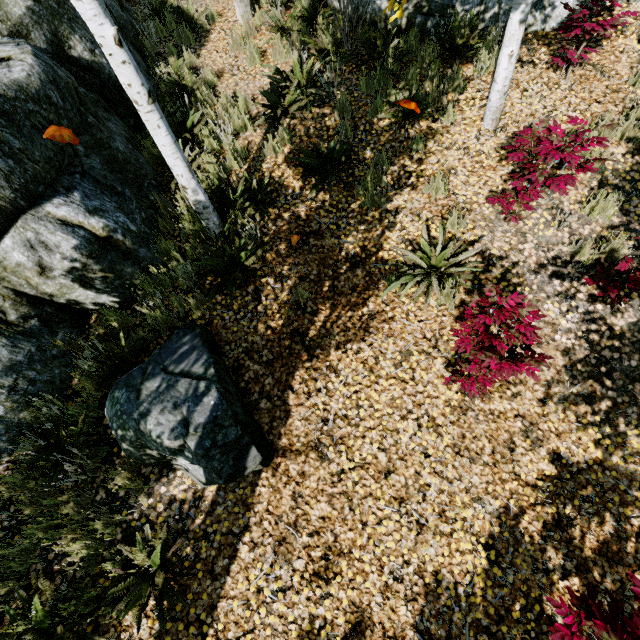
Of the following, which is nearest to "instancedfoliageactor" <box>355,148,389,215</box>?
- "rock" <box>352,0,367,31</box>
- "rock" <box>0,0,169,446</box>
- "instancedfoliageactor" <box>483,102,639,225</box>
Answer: "rock" <box>0,0,169,446</box>

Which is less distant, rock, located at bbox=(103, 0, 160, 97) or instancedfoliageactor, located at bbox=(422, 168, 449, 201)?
instancedfoliageactor, located at bbox=(422, 168, 449, 201)

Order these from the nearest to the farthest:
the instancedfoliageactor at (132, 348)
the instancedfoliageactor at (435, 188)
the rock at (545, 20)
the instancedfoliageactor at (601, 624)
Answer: the instancedfoliageactor at (601, 624) < the instancedfoliageactor at (132, 348) < the instancedfoliageactor at (435, 188) < the rock at (545, 20)

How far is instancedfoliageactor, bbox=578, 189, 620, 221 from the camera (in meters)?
4.07

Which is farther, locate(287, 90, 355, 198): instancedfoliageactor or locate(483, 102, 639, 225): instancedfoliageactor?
locate(287, 90, 355, 198): instancedfoliageactor

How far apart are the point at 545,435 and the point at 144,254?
5.46m

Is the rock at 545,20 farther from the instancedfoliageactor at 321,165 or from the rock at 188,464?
the rock at 188,464
